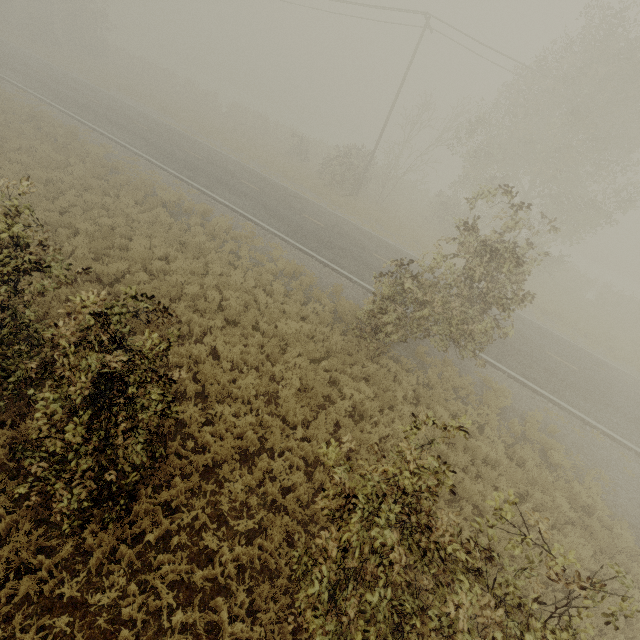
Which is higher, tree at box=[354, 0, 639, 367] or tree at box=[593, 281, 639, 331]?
tree at box=[354, 0, 639, 367]

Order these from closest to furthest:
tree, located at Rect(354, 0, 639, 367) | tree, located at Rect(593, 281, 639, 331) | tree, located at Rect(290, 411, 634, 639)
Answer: tree, located at Rect(290, 411, 634, 639) → tree, located at Rect(354, 0, 639, 367) → tree, located at Rect(593, 281, 639, 331)

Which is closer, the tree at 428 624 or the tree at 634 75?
the tree at 428 624

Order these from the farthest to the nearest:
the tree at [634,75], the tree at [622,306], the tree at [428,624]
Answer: the tree at [622,306]
the tree at [634,75]
the tree at [428,624]

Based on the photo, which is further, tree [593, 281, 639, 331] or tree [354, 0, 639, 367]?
tree [593, 281, 639, 331]

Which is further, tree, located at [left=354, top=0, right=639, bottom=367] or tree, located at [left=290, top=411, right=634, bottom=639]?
tree, located at [left=354, top=0, right=639, bottom=367]

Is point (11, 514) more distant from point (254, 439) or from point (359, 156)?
point (359, 156)
